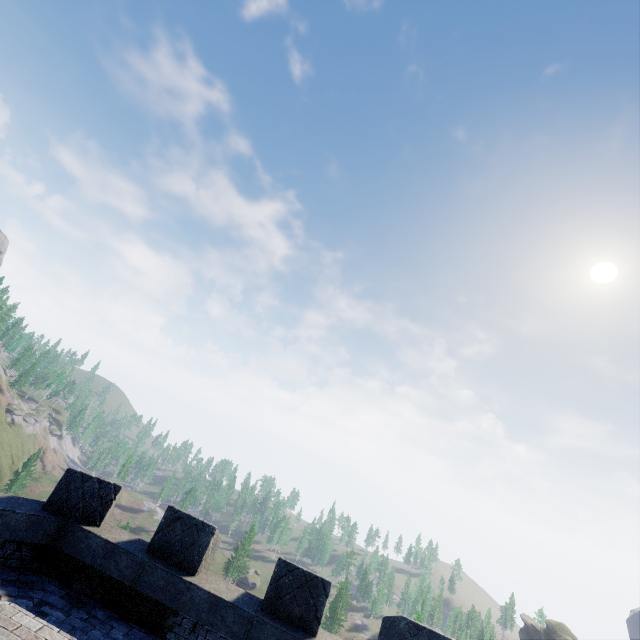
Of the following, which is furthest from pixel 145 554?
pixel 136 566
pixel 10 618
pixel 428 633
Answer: pixel 428 633
